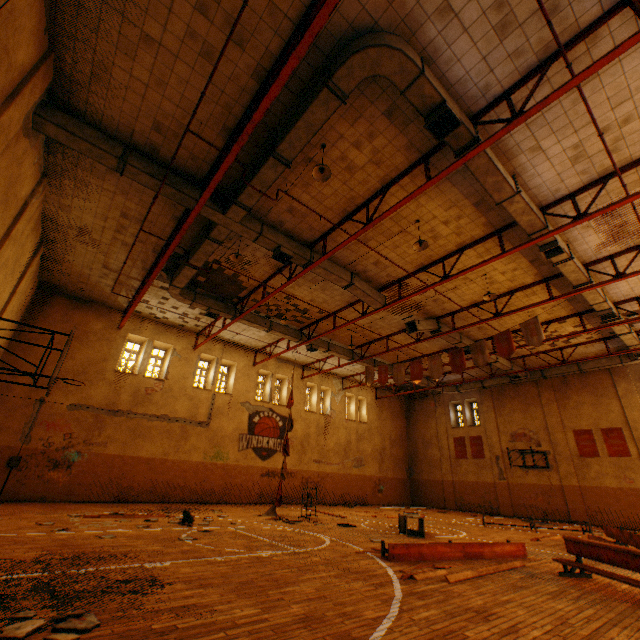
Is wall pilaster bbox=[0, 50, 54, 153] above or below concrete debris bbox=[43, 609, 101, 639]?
above

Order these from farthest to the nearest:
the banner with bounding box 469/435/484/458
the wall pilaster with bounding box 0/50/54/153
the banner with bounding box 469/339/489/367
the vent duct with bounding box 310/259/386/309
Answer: the banner with bounding box 469/435/484/458 → the banner with bounding box 469/339/489/367 → the vent duct with bounding box 310/259/386/309 → the wall pilaster with bounding box 0/50/54/153

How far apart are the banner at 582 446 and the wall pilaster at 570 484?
0.37m

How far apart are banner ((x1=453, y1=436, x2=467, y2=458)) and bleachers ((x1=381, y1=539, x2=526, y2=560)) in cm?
1768

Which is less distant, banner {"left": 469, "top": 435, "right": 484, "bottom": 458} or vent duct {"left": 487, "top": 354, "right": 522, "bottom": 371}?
vent duct {"left": 487, "top": 354, "right": 522, "bottom": 371}

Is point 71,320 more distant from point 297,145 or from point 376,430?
point 376,430

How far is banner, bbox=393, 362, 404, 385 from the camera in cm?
1645

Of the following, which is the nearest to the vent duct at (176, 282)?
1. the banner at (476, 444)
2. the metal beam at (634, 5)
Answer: the metal beam at (634, 5)
